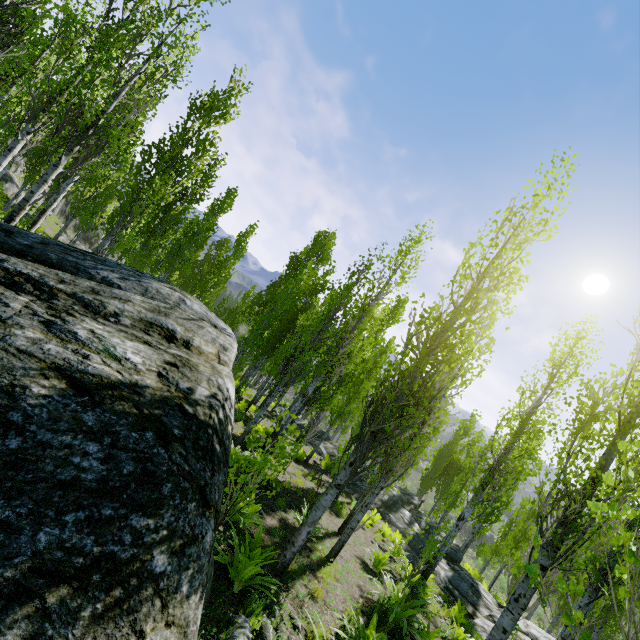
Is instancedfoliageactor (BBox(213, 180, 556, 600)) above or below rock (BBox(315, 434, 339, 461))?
above

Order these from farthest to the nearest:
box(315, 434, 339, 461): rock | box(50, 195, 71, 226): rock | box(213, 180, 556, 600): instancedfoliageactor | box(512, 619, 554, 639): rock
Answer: box(50, 195, 71, 226): rock < box(315, 434, 339, 461): rock < box(512, 619, 554, 639): rock < box(213, 180, 556, 600): instancedfoliageactor

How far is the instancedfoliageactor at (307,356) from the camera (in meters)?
5.47

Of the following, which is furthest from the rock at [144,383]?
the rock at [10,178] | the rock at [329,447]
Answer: the rock at [10,178]

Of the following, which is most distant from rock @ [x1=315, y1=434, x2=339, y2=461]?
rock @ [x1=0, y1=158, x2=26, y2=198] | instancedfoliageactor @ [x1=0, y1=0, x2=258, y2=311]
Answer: rock @ [x1=0, y1=158, x2=26, y2=198]

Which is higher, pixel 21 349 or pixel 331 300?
pixel 331 300

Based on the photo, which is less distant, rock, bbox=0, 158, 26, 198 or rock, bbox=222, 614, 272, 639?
rock, bbox=222, 614, 272, 639

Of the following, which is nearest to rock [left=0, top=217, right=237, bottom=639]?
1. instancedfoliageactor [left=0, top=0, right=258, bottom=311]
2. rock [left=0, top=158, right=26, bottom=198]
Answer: instancedfoliageactor [left=0, top=0, right=258, bottom=311]
